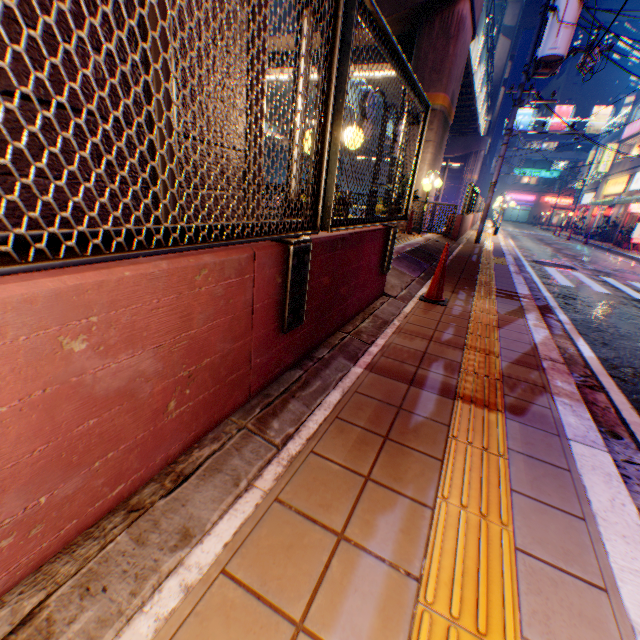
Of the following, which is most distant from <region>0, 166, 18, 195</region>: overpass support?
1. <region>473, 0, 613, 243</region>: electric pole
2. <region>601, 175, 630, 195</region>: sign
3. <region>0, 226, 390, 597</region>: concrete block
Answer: <region>601, 175, 630, 195</region>: sign

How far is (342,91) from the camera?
1.67m

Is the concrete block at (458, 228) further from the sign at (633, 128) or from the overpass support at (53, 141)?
the sign at (633, 128)

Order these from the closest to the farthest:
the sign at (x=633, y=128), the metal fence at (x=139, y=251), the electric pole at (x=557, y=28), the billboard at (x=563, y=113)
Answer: the metal fence at (x=139, y=251)
the electric pole at (x=557, y=28)
the sign at (x=633, y=128)
the billboard at (x=563, y=113)

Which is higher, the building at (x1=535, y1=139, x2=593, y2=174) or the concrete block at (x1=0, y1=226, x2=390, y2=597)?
the building at (x1=535, y1=139, x2=593, y2=174)

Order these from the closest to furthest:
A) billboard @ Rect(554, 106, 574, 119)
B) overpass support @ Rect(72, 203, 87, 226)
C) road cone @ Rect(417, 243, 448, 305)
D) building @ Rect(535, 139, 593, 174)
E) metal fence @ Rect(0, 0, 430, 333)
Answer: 1. metal fence @ Rect(0, 0, 430, 333)
2. overpass support @ Rect(72, 203, 87, 226)
3. road cone @ Rect(417, 243, 448, 305)
4. building @ Rect(535, 139, 593, 174)
5. billboard @ Rect(554, 106, 574, 119)

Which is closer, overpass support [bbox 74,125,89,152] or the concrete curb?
the concrete curb

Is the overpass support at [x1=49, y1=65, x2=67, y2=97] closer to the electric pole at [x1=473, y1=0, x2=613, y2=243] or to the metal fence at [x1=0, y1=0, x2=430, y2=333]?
the metal fence at [x1=0, y1=0, x2=430, y2=333]
